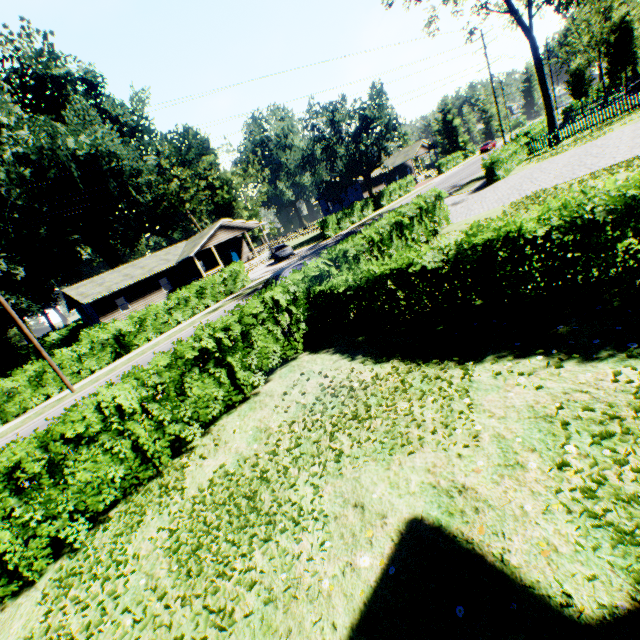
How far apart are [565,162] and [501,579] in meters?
20.8

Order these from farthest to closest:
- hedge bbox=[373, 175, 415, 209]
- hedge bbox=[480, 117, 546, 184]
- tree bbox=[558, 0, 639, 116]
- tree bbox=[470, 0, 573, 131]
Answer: hedge bbox=[373, 175, 415, 209], tree bbox=[558, 0, 639, 116], tree bbox=[470, 0, 573, 131], hedge bbox=[480, 117, 546, 184]

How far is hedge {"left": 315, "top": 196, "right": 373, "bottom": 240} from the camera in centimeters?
3491cm

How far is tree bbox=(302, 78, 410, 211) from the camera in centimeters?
3606cm

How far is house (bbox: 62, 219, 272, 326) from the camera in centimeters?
3369cm

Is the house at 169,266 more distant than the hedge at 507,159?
Yes

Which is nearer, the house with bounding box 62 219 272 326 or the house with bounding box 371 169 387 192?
the house with bounding box 62 219 272 326

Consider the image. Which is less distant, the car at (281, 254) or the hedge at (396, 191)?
the car at (281, 254)
